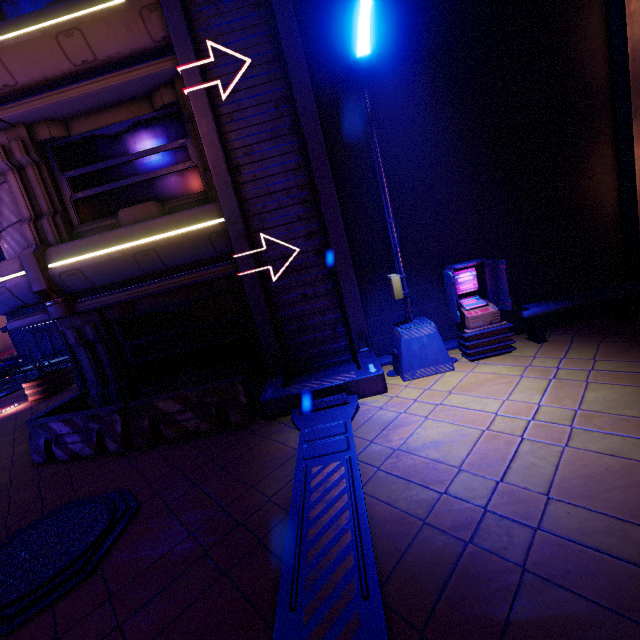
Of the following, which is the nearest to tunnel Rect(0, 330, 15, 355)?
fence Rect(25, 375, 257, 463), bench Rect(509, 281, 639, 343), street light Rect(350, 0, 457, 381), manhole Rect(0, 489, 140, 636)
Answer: fence Rect(25, 375, 257, 463)

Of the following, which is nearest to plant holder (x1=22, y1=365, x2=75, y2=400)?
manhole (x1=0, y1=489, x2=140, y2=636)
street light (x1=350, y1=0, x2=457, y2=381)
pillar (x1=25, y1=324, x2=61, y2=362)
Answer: manhole (x1=0, y1=489, x2=140, y2=636)

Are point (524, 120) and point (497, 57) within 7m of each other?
yes

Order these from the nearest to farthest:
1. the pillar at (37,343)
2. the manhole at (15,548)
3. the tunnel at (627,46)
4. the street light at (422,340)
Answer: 1. the manhole at (15,548)
2. the street light at (422,340)
3. the tunnel at (627,46)
4. the pillar at (37,343)

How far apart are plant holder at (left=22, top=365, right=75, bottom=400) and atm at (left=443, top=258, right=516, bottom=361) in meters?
16.1 m

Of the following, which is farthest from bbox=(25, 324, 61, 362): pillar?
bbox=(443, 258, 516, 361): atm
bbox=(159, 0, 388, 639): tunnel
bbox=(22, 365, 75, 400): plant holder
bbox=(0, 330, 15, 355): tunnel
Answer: bbox=(443, 258, 516, 361): atm

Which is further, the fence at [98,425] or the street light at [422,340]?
the fence at [98,425]

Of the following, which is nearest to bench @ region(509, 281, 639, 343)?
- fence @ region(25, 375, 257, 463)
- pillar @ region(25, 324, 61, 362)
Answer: fence @ region(25, 375, 257, 463)
